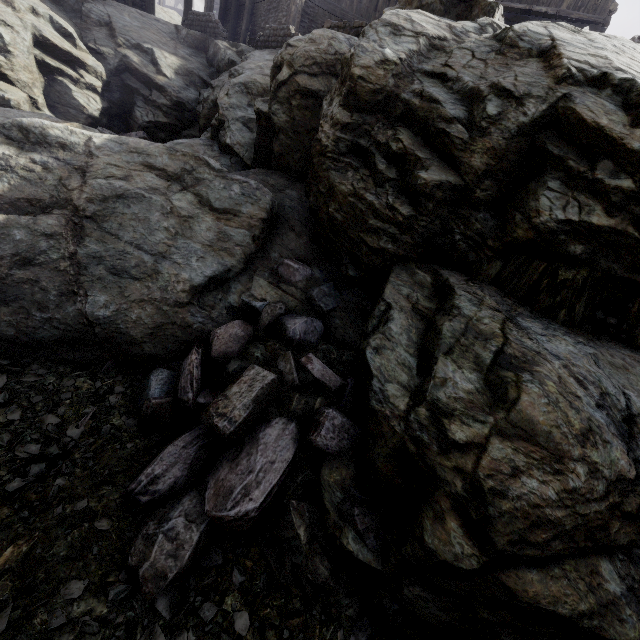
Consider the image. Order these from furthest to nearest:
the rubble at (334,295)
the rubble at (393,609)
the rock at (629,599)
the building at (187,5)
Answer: the building at (187,5) < the rubble at (334,295) < the rubble at (393,609) < the rock at (629,599)

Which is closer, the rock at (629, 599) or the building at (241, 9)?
the rock at (629, 599)

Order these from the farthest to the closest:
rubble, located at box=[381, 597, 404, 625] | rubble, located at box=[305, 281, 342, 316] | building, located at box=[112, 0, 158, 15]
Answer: building, located at box=[112, 0, 158, 15], rubble, located at box=[305, 281, 342, 316], rubble, located at box=[381, 597, 404, 625]

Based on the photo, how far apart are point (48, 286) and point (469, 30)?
7.6m

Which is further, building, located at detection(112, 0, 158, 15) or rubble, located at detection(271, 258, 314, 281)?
building, located at detection(112, 0, 158, 15)

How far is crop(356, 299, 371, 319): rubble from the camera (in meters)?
5.48

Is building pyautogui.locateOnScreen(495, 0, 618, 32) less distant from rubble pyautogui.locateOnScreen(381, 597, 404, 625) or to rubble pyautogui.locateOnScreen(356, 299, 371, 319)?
rubble pyautogui.locateOnScreen(381, 597, 404, 625)

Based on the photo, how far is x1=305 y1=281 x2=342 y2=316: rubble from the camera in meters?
5.5 m
